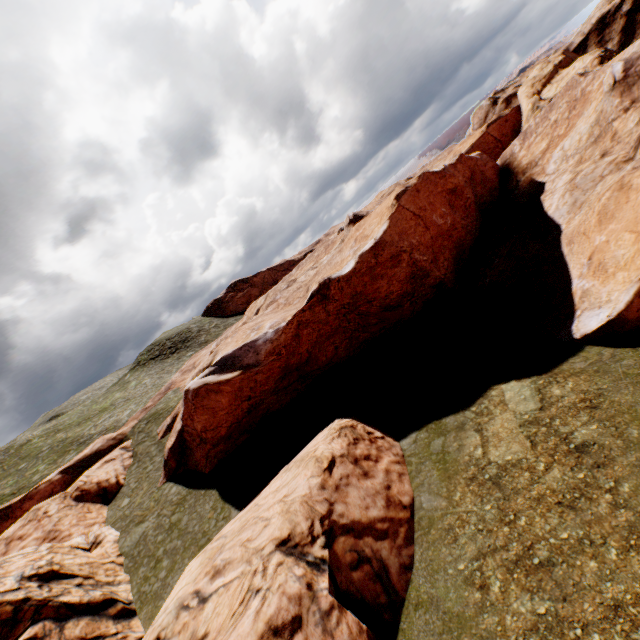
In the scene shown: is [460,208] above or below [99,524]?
below
